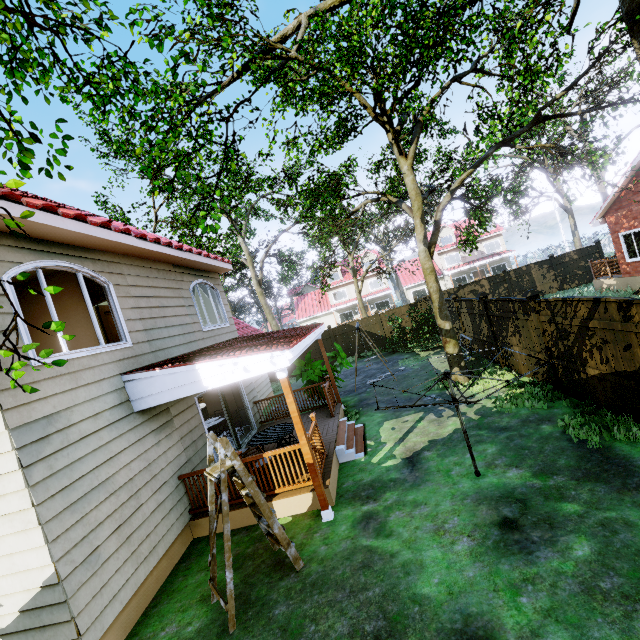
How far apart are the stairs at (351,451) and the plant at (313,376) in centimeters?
182cm

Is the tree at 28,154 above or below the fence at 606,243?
above

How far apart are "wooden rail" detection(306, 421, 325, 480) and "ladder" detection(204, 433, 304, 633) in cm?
98

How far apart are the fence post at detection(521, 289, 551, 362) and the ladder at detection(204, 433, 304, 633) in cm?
684

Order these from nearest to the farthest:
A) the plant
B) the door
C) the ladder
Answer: the ladder
the door
the plant

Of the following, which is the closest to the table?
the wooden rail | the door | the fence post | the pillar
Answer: the wooden rail

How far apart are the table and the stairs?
0.99m

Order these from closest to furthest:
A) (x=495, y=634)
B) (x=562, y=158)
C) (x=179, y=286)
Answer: (x=495, y=634), (x=179, y=286), (x=562, y=158)
